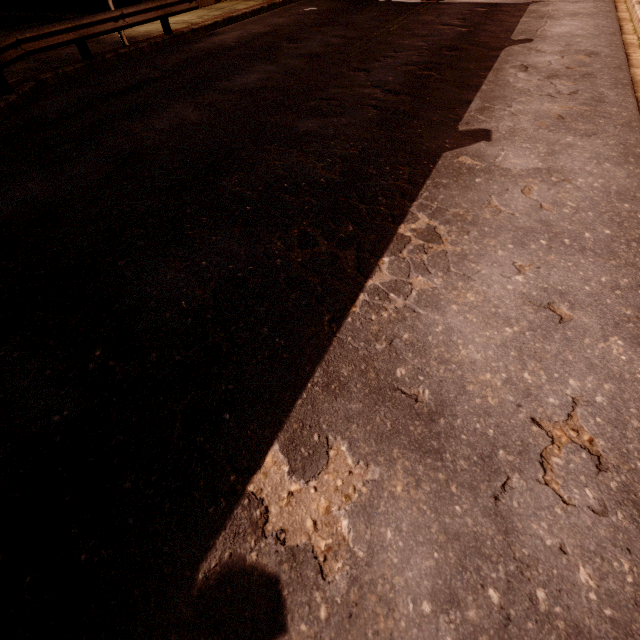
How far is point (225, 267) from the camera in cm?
374
